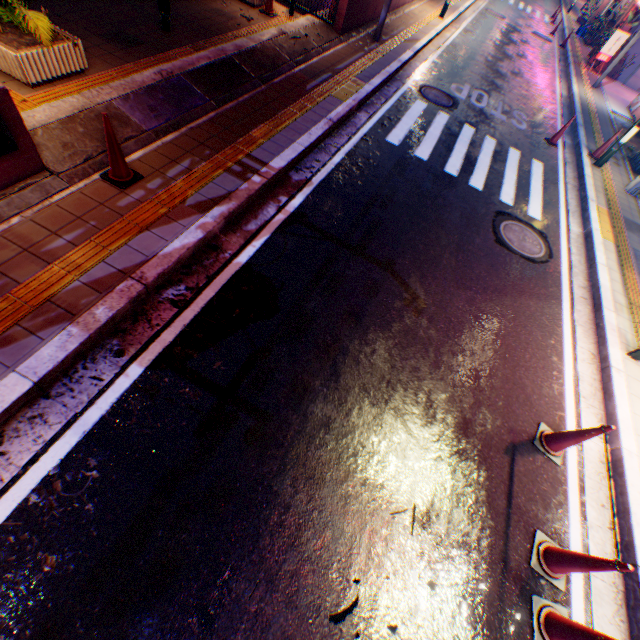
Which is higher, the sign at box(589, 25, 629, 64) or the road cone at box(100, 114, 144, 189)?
the sign at box(589, 25, 629, 64)

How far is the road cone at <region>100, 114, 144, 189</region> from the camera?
3.95m

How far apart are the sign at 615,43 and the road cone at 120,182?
23.3 meters

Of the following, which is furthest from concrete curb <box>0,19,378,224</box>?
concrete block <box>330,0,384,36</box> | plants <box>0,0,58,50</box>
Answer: plants <box>0,0,58,50</box>

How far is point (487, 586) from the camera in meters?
3.2 m

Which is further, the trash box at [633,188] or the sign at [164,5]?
the trash box at [633,188]

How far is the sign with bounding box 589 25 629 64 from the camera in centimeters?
1560cm

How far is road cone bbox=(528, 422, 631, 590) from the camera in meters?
2.9
